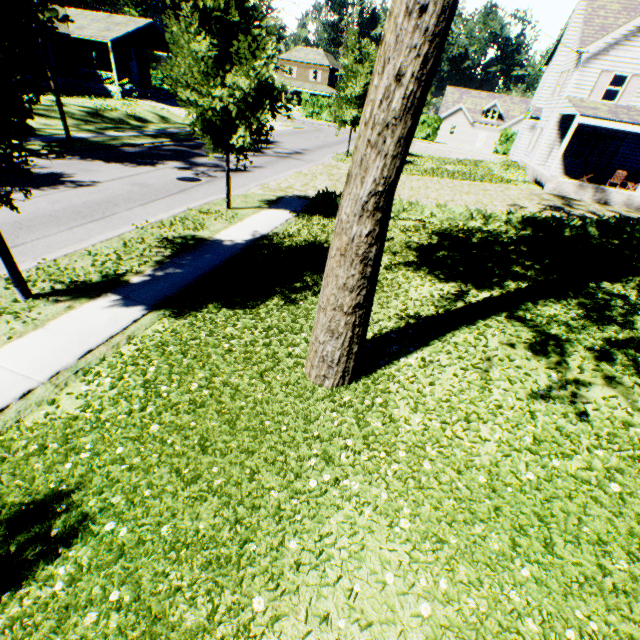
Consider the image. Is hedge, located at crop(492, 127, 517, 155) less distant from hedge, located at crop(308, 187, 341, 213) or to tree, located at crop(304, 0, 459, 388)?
tree, located at crop(304, 0, 459, 388)

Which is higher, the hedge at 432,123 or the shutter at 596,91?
the shutter at 596,91

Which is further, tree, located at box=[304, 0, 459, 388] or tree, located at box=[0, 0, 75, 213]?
tree, located at box=[0, 0, 75, 213]

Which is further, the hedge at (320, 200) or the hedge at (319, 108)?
the hedge at (319, 108)

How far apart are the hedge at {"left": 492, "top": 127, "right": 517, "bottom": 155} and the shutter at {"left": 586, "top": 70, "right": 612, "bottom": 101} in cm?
2813

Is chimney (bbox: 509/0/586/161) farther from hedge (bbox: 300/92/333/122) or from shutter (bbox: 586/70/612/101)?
hedge (bbox: 300/92/333/122)

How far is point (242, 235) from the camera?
9.9m

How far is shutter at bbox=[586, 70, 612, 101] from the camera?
20.4m
